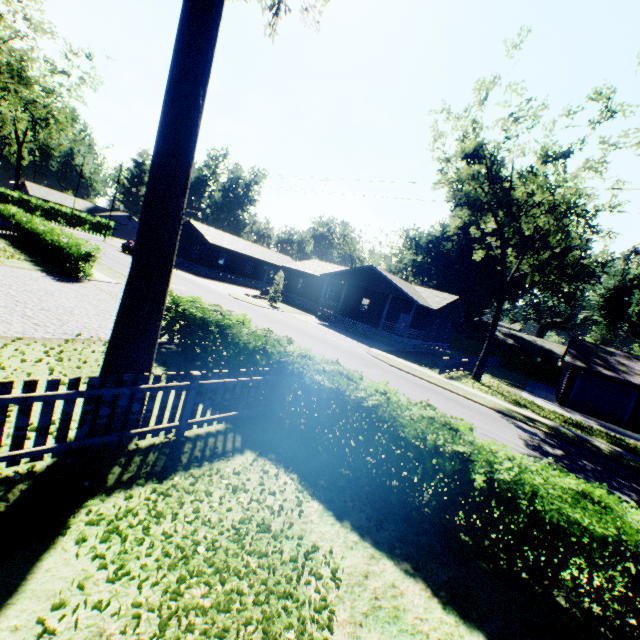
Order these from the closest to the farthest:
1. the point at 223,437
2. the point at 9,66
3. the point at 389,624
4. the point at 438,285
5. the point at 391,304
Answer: the point at 389,624 < the point at 223,437 < the point at 9,66 < the point at 391,304 < the point at 438,285

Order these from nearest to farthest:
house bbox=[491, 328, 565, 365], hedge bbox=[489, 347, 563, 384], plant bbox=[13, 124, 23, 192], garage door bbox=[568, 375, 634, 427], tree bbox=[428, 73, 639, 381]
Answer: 1. tree bbox=[428, 73, 639, 381]
2. garage door bbox=[568, 375, 634, 427]
3. hedge bbox=[489, 347, 563, 384]
4. house bbox=[491, 328, 565, 365]
5. plant bbox=[13, 124, 23, 192]

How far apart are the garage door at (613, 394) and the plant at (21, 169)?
87.9m

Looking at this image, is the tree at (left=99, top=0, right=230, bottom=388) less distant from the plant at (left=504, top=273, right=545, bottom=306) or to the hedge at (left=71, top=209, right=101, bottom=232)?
the plant at (left=504, top=273, right=545, bottom=306)

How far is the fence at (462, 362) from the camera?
22.09m

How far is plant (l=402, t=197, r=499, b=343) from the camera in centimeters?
4503cm

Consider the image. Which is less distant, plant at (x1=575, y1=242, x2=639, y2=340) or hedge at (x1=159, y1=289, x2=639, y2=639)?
hedge at (x1=159, y1=289, x2=639, y2=639)

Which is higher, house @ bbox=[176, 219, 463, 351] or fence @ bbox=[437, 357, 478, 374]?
house @ bbox=[176, 219, 463, 351]
